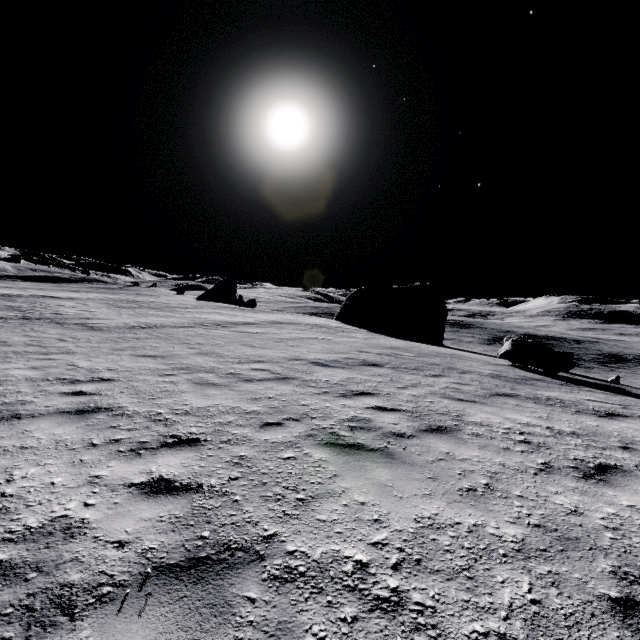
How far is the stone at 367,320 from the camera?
32.3 meters

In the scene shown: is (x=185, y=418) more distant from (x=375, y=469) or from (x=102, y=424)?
(x=375, y=469)

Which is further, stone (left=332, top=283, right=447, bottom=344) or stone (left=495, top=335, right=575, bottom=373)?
stone (left=332, top=283, right=447, bottom=344)

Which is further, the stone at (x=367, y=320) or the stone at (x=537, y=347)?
the stone at (x=367, y=320)

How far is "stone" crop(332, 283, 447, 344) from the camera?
32.3 meters

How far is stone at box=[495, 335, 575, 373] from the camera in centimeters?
1314cm
